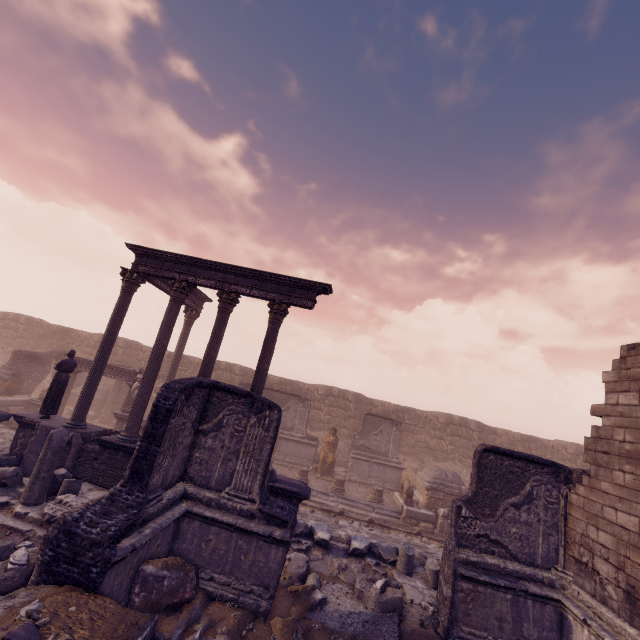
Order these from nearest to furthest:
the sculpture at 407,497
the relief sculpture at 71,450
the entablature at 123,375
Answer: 1. the relief sculpture at 71,450
2. the sculpture at 407,497
3. the entablature at 123,375

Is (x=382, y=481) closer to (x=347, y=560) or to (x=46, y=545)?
(x=347, y=560)

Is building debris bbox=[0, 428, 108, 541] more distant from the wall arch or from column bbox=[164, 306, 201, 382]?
the wall arch

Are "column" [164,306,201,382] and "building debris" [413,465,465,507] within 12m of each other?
no

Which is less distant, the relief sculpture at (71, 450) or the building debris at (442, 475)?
the relief sculpture at (71, 450)

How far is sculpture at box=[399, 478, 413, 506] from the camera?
13.86m

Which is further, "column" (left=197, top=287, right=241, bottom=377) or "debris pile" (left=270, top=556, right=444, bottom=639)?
"column" (left=197, top=287, right=241, bottom=377)

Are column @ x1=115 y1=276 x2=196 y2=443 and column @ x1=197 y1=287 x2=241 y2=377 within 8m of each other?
yes
